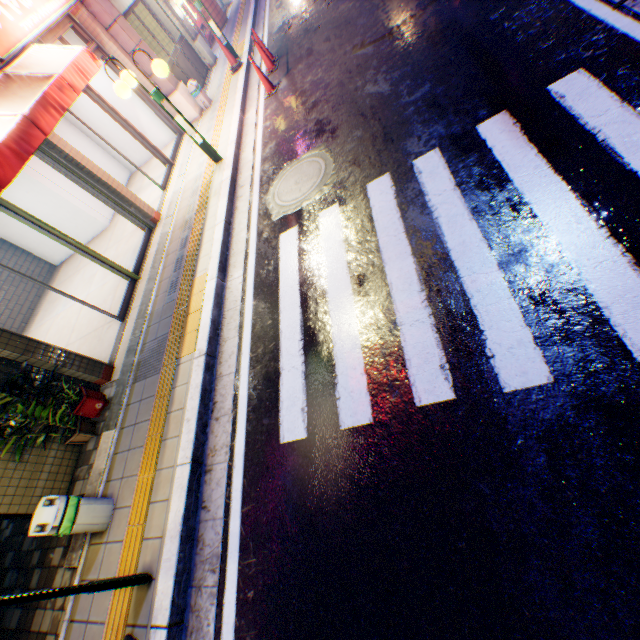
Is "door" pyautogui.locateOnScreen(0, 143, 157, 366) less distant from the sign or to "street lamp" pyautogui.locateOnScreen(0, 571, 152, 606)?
the sign

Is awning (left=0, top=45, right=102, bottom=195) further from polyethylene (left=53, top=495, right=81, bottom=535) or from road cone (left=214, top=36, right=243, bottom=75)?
road cone (left=214, top=36, right=243, bottom=75)

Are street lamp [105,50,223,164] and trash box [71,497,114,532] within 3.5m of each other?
no

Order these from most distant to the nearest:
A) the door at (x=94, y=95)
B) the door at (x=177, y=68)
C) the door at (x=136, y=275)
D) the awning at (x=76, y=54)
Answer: the door at (x=177, y=68) < the door at (x=94, y=95) < the door at (x=136, y=275) < the awning at (x=76, y=54)

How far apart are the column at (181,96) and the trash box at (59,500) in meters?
10.1

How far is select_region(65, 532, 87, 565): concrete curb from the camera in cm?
389

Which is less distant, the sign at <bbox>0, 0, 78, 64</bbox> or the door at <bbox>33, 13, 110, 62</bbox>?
the sign at <bbox>0, 0, 78, 64</bbox>

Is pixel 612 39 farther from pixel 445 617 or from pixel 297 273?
pixel 445 617
